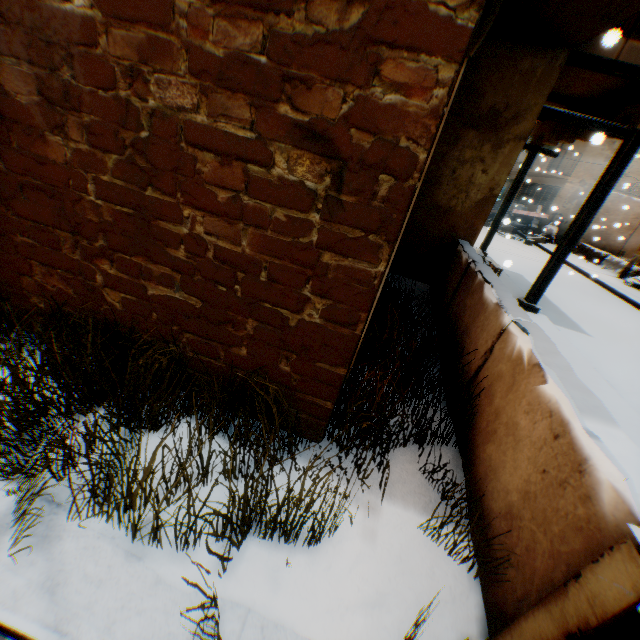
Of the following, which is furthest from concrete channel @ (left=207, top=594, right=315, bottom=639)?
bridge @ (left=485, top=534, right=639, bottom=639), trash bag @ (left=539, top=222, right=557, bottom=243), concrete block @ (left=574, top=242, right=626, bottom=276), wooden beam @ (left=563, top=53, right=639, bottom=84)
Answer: concrete block @ (left=574, top=242, right=626, bottom=276)

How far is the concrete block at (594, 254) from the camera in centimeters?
1422cm

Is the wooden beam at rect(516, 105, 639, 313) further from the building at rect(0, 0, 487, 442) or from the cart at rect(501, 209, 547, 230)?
the cart at rect(501, 209, 547, 230)

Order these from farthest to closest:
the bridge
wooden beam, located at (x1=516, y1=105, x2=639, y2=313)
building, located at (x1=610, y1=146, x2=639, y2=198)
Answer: building, located at (x1=610, y1=146, x2=639, y2=198), wooden beam, located at (x1=516, y1=105, x2=639, y2=313), the bridge

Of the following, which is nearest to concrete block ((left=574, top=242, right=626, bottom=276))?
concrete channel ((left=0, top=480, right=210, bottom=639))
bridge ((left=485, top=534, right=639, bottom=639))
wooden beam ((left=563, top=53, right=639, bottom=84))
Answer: wooden beam ((left=563, top=53, right=639, bottom=84))

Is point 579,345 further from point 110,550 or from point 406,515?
point 110,550

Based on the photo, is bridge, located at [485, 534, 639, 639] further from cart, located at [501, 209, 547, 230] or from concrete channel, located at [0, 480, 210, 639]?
cart, located at [501, 209, 547, 230]

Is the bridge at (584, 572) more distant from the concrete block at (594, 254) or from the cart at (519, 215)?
the cart at (519, 215)
